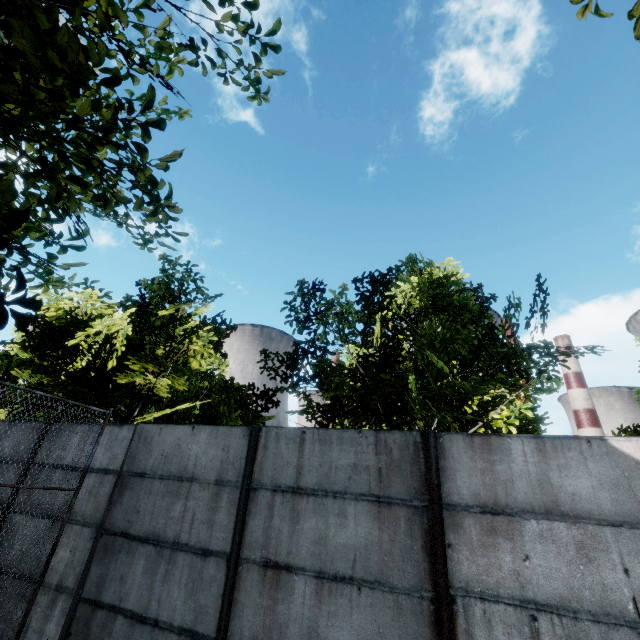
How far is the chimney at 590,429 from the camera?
58.8 meters

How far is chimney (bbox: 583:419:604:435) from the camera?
58.75m

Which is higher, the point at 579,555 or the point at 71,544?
the point at 579,555
